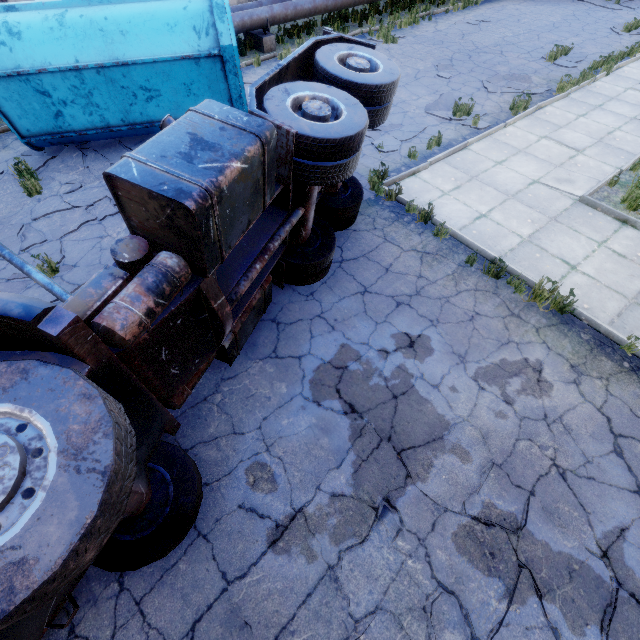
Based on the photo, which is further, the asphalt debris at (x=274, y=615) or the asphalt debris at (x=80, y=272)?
→ the asphalt debris at (x=80, y=272)

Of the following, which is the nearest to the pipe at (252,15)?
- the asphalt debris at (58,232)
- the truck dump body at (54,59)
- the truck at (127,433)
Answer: the truck dump body at (54,59)

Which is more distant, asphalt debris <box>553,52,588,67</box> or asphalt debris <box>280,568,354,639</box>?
asphalt debris <box>553,52,588,67</box>

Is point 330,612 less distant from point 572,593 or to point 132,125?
point 572,593

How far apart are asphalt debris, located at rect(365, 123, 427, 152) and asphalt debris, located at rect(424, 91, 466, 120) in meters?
0.5

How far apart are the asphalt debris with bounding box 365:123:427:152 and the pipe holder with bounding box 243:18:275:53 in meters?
7.5 m

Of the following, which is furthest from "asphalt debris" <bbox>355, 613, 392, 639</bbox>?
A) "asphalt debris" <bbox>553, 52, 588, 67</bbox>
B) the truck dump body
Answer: "asphalt debris" <bbox>553, 52, 588, 67</bbox>

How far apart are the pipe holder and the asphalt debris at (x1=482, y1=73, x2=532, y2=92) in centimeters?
813cm
